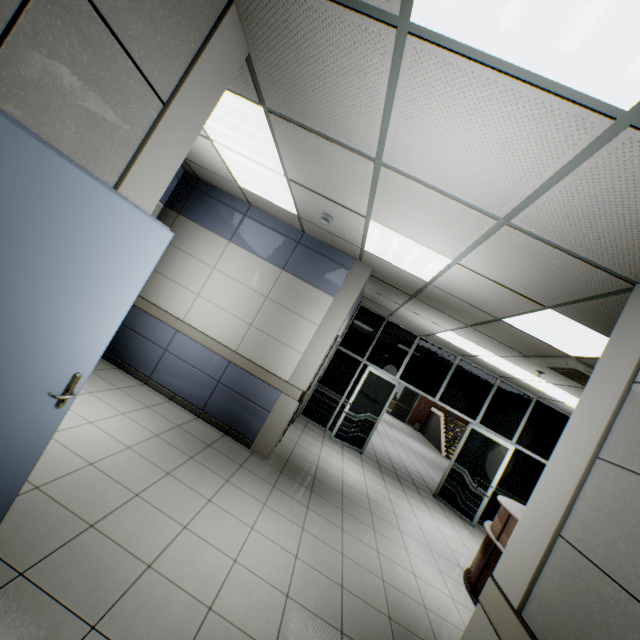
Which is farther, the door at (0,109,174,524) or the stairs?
the stairs

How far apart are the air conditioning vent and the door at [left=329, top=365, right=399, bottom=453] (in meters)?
3.35

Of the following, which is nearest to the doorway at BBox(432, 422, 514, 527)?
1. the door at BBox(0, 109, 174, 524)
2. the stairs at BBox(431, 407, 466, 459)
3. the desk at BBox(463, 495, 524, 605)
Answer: the desk at BBox(463, 495, 524, 605)

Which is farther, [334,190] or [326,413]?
[326,413]

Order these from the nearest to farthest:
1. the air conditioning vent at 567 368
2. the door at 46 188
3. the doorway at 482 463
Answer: the door at 46 188, the air conditioning vent at 567 368, the doorway at 482 463

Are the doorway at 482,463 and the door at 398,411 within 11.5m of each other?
no

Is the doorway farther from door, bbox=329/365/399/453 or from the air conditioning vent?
the air conditioning vent

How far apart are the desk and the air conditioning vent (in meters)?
2.03
